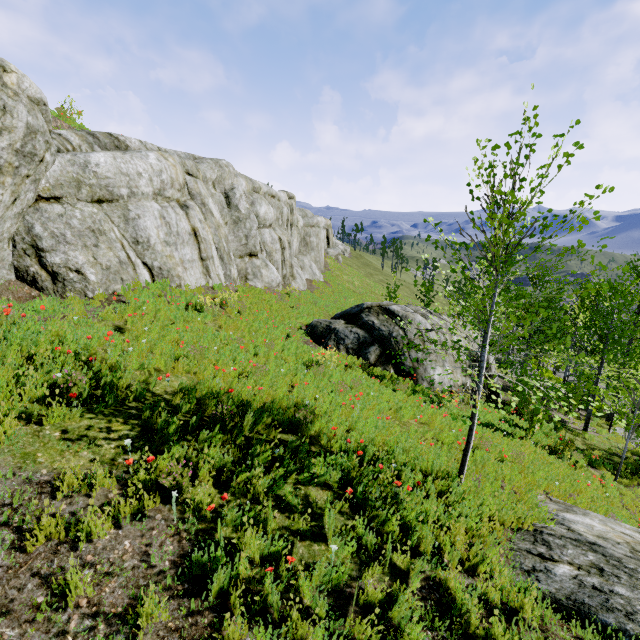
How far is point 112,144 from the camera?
11.3m

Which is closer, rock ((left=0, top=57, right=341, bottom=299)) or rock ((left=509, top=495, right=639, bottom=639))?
rock ((left=509, top=495, right=639, bottom=639))

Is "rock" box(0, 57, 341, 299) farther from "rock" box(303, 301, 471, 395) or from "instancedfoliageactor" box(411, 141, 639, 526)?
"rock" box(303, 301, 471, 395)

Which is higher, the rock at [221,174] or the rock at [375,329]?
the rock at [221,174]

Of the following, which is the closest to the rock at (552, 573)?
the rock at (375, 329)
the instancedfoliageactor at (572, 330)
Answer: the instancedfoliageactor at (572, 330)

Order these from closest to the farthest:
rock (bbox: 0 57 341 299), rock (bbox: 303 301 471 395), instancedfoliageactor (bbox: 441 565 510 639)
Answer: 1. instancedfoliageactor (bbox: 441 565 510 639)
2. rock (bbox: 0 57 341 299)
3. rock (bbox: 303 301 471 395)
